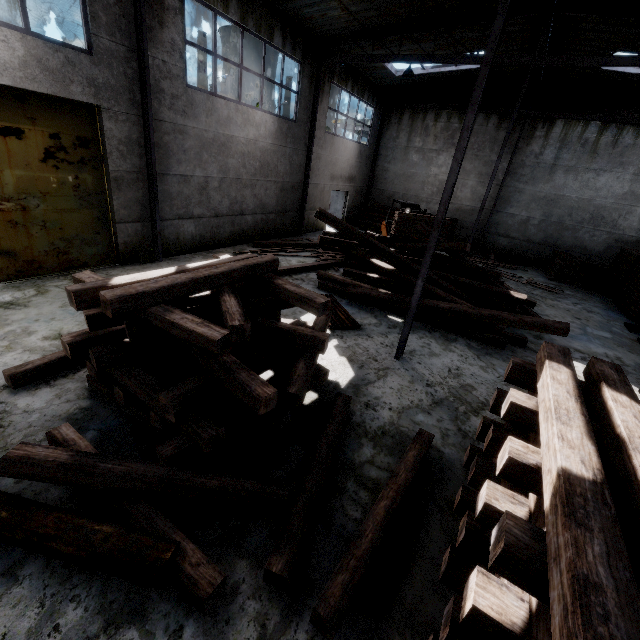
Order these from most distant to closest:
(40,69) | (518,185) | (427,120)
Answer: (427,120)
(518,185)
(40,69)

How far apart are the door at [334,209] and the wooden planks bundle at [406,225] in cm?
660

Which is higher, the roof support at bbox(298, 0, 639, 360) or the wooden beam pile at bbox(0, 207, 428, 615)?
the roof support at bbox(298, 0, 639, 360)

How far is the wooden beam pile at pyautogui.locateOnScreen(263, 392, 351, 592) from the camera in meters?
2.8 m

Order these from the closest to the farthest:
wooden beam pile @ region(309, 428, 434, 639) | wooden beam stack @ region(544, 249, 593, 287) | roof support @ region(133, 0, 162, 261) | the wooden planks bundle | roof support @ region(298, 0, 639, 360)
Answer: wooden beam pile @ region(309, 428, 434, 639)
roof support @ region(298, 0, 639, 360)
roof support @ region(133, 0, 162, 261)
the wooden planks bundle
wooden beam stack @ region(544, 249, 593, 287)

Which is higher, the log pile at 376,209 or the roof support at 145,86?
the roof support at 145,86

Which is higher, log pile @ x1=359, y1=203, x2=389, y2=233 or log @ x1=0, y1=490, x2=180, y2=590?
log pile @ x1=359, y1=203, x2=389, y2=233

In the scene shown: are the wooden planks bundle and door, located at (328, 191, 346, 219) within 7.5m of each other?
yes
